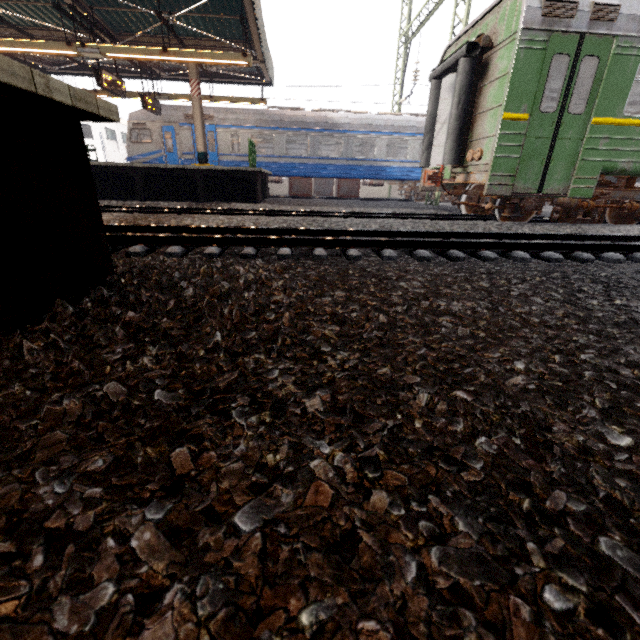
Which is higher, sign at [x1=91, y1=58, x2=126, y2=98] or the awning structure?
the awning structure

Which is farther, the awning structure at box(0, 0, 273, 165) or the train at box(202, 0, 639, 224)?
the awning structure at box(0, 0, 273, 165)

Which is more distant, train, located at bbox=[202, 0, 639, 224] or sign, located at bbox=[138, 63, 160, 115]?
sign, located at bbox=[138, 63, 160, 115]

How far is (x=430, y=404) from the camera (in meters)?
1.19

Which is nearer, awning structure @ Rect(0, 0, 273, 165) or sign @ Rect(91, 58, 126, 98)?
awning structure @ Rect(0, 0, 273, 165)

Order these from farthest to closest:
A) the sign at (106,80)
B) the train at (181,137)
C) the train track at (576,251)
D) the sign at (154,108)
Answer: the train at (181,137), the sign at (154,108), the sign at (106,80), the train track at (576,251)

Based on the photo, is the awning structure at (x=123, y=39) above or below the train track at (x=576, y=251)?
above

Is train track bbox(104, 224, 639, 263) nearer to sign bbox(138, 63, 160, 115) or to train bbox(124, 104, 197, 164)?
sign bbox(138, 63, 160, 115)
